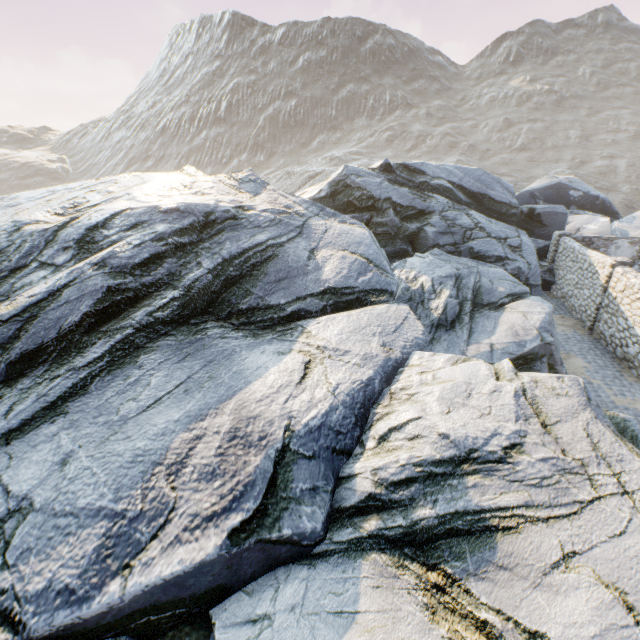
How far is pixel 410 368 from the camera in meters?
7.1 m

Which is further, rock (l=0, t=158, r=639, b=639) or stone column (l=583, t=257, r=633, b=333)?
stone column (l=583, t=257, r=633, b=333)

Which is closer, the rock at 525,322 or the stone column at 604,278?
the rock at 525,322

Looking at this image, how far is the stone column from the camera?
12.7 meters

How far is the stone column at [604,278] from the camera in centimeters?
1274cm
